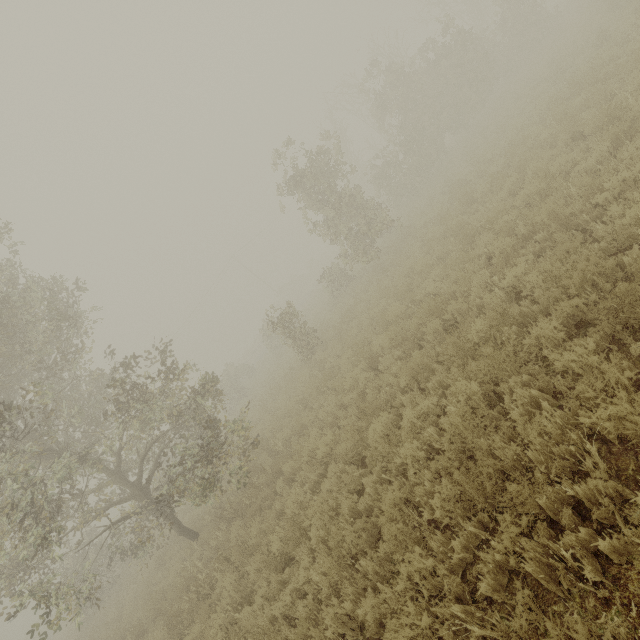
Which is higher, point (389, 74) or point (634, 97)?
point (389, 74)
